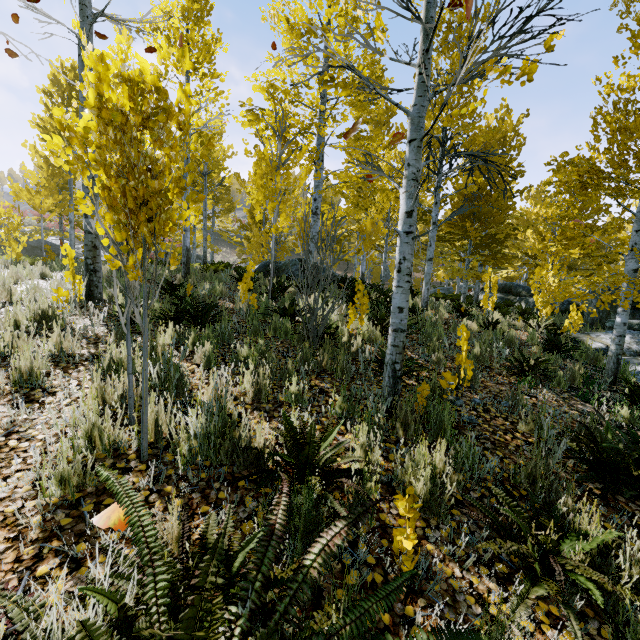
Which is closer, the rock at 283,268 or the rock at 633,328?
the rock at 633,328

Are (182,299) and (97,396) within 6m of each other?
yes

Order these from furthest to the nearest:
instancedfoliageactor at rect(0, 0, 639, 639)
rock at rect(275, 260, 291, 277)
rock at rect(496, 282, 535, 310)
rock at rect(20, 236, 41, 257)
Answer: rock at rect(20, 236, 41, 257) → rock at rect(496, 282, 535, 310) → rock at rect(275, 260, 291, 277) → instancedfoliageactor at rect(0, 0, 639, 639)

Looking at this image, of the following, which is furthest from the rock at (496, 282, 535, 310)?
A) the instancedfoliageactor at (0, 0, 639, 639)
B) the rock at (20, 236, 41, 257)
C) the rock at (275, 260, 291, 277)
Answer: the rock at (20, 236, 41, 257)

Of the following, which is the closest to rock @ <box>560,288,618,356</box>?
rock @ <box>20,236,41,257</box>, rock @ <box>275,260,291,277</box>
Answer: rock @ <box>275,260,291,277</box>

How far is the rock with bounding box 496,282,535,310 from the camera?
17.4 meters

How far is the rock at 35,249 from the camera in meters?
23.3
